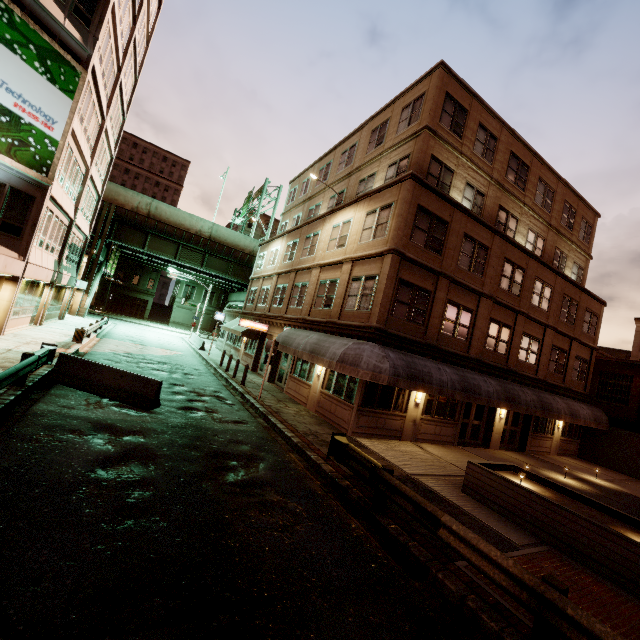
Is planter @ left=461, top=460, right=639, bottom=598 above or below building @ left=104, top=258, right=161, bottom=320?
below

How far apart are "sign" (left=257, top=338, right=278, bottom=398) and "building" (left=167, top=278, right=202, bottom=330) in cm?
4773

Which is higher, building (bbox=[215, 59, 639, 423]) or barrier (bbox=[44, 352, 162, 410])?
building (bbox=[215, 59, 639, 423])

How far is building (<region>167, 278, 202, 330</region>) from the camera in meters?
58.0

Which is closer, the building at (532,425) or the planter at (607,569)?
the planter at (607,569)

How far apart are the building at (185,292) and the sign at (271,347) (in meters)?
47.73

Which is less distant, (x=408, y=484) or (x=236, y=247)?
(x=408, y=484)

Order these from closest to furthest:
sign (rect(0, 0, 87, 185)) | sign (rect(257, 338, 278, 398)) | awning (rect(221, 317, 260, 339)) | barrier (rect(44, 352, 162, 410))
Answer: barrier (rect(44, 352, 162, 410)), sign (rect(0, 0, 87, 185)), sign (rect(257, 338, 278, 398)), awning (rect(221, 317, 260, 339))
